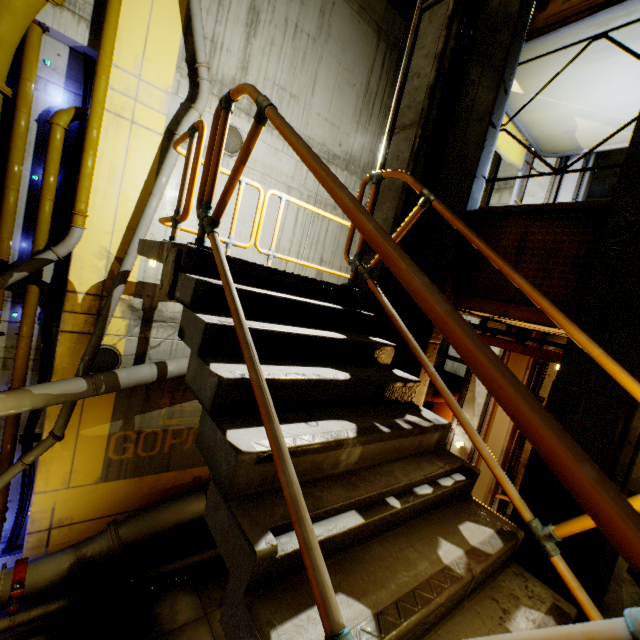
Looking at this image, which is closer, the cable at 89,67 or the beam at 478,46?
the beam at 478,46

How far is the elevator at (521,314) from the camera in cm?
335

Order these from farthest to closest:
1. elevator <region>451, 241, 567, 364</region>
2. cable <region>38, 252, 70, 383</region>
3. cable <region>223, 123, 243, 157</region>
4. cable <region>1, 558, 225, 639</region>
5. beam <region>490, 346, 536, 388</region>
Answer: cable <region>223, 123, 243, 157</region> < cable <region>38, 252, 70, 383</region> < cable <region>1, 558, 225, 639</region> < beam <region>490, 346, 536, 388</region> < elevator <region>451, 241, 567, 364</region>

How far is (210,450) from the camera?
1.8 meters

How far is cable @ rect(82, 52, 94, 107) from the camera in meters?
6.9 m

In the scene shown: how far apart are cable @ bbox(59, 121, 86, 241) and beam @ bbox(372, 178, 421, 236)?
6.8m

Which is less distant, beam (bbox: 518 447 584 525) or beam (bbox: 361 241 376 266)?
beam (bbox: 518 447 584 525)

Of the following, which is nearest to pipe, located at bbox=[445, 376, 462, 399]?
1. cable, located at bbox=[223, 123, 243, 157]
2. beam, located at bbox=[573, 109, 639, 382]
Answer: beam, located at bbox=[573, 109, 639, 382]
